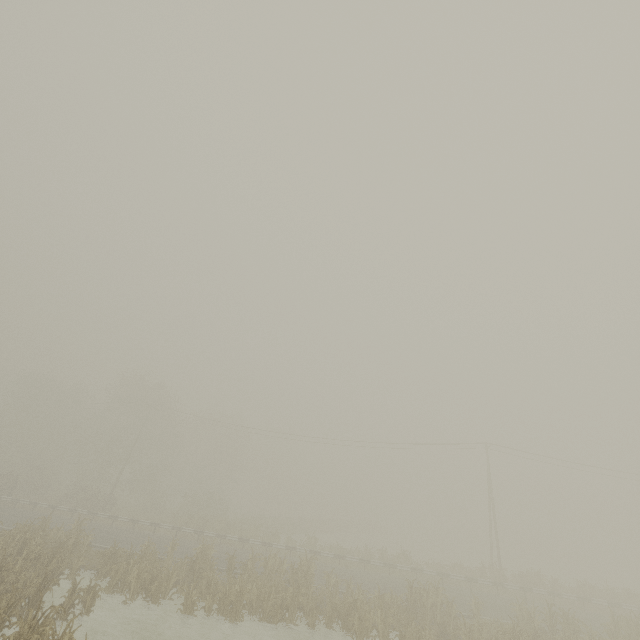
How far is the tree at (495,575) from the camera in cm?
2573

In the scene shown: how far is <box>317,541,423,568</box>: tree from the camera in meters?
26.8 m

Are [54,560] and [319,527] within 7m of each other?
→ no

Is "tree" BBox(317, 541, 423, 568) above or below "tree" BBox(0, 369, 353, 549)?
below

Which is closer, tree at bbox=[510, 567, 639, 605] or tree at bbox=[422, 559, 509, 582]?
tree at bbox=[510, 567, 639, 605]

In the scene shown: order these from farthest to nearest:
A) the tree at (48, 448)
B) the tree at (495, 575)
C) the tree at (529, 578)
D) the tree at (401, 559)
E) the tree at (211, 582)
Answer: the tree at (48, 448), the tree at (401, 559), the tree at (495, 575), the tree at (529, 578), the tree at (211, 582)
